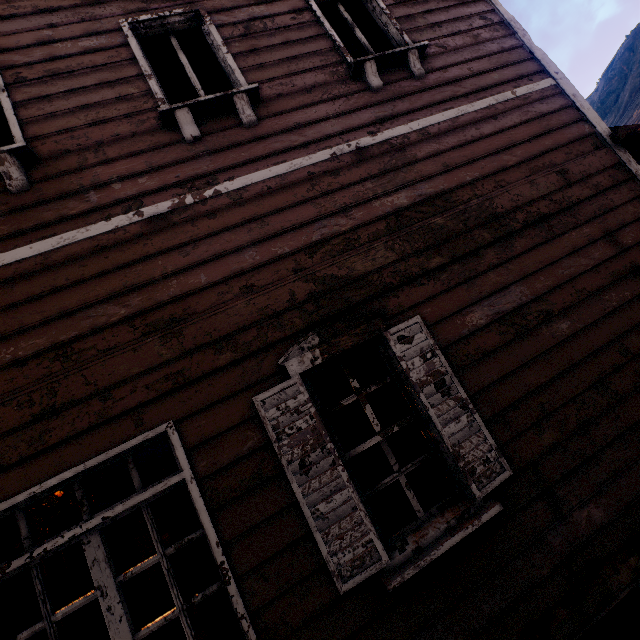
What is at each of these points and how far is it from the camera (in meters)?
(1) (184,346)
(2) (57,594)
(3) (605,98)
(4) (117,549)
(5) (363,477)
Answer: (1) building, 2.40
(2) curtain, 3.88
(3) z, 36.00
(4) z, 23.41
(5) curtain, 2.46

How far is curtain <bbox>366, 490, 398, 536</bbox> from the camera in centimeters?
238cm

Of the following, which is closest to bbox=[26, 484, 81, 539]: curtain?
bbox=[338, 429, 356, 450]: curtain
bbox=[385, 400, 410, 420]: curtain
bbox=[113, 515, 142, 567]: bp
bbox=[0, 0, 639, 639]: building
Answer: bbox=[0, 0, 639, 639]: building

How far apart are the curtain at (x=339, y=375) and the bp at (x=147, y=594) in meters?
5.8

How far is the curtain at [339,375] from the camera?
2.6 meters

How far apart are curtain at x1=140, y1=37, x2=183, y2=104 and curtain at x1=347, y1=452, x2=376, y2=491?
3.4 meters

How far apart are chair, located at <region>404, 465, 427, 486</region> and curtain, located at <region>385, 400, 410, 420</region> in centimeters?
163cm

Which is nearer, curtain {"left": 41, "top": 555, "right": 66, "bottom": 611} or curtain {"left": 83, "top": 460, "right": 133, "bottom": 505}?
curtain {"left": 83, "top": 460, "right": 133, "bottom": 505}
